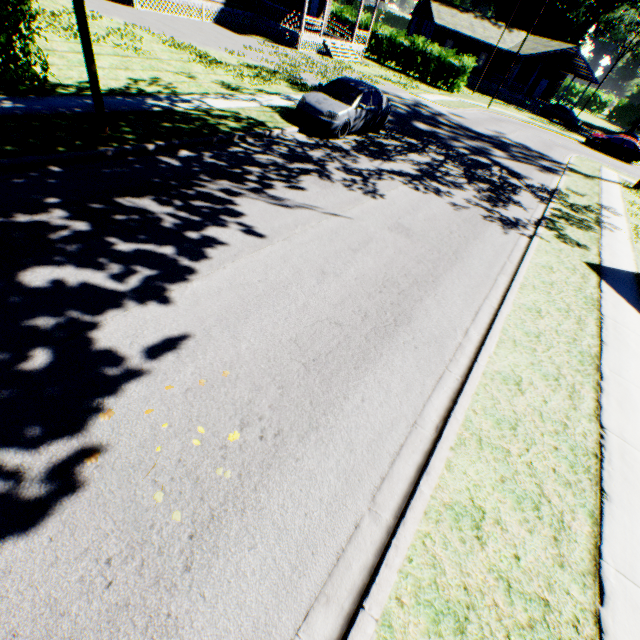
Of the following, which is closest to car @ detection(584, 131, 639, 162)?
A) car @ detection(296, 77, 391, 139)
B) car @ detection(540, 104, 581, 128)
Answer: car @ detection(540, 104, 581, 128)

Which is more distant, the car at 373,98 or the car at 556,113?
the car at 556,113

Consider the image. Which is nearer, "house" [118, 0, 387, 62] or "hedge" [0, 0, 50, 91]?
"hedge" [0, 0, 50, 91]

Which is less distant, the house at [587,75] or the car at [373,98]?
the car at [373,98]

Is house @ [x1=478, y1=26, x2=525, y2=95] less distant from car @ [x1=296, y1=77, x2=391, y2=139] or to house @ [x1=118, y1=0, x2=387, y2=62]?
house @ [x1=118, y1=0, x2=387, y2=62]

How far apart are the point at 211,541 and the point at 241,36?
30.58m

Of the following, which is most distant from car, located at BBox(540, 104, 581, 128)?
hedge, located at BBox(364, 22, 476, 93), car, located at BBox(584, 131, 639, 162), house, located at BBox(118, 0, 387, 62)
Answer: house, located at BBox(118, 0, 387, 62)

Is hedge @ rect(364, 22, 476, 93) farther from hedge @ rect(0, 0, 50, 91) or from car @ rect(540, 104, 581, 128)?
hedge @ rect(0, 0, 50, 91)
